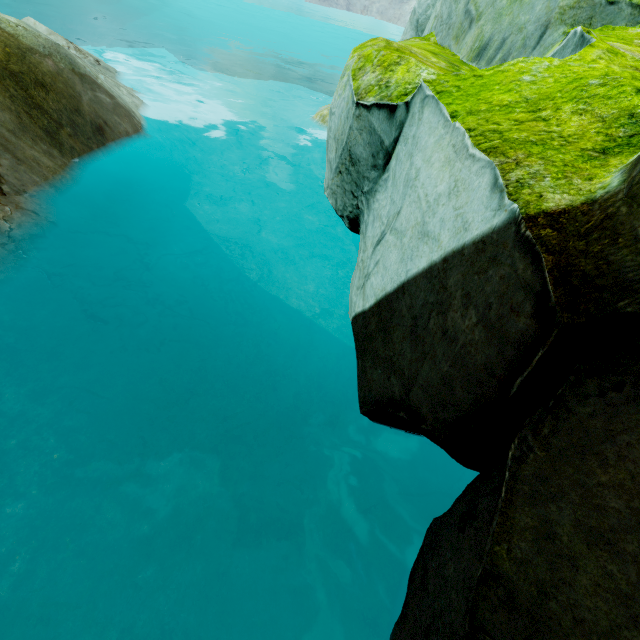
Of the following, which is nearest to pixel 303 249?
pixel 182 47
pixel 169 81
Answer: pixel 169 81
